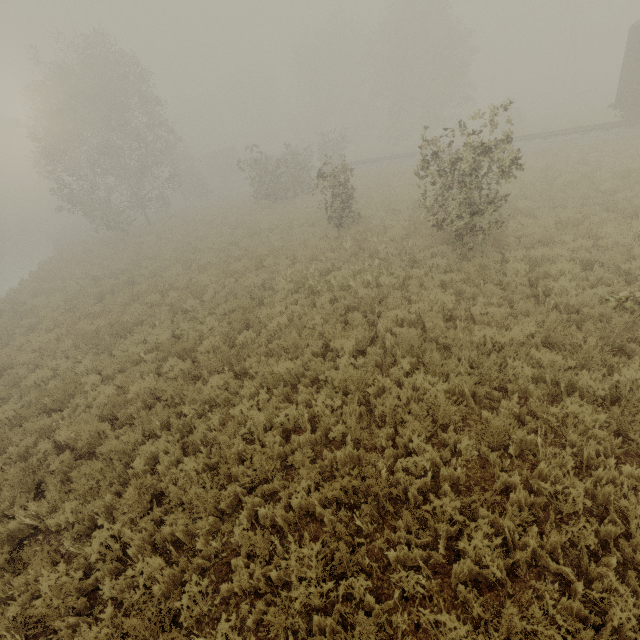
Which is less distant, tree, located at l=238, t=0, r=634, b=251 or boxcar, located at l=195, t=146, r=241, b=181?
tree, located at l=238, t=0, r=634, b=251

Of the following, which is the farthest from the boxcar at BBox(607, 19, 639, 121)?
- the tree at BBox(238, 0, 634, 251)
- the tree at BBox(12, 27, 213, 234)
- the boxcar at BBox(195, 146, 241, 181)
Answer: the boxcar at BBox(195, 146, 241, 181)

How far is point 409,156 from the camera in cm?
2909

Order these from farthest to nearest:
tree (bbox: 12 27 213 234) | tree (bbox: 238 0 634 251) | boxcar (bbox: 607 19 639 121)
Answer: tree (bbox: 12 27 213 234) → boxcar (bbox: 607 19 639 121) → tree (bbox: 238 0 634 251)

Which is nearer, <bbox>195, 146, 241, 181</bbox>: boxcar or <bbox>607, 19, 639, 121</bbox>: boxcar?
<bbox>607, 19, 639, 121</bbox>: boxcar

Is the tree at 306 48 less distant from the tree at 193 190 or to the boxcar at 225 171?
the tree at 193 190

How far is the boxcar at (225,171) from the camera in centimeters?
5053cm
